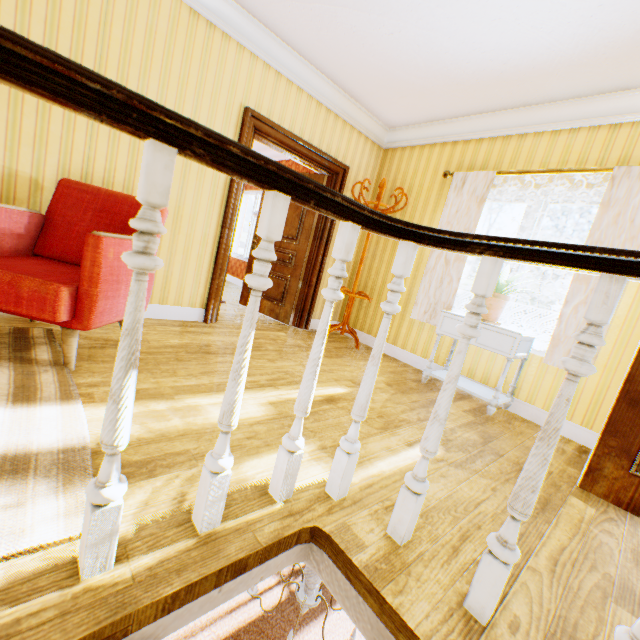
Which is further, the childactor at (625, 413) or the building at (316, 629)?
the building at (316, 629)

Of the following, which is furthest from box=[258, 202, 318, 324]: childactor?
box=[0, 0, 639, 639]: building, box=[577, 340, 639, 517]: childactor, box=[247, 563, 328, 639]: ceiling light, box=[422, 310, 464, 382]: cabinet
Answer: box=[577, 340, 639, 517]: childactor

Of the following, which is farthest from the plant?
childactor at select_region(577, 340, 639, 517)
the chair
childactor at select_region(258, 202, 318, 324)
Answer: the chair

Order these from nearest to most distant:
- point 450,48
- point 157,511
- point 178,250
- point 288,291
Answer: point 157,511
point 450,48
point 178,250
point 288,291

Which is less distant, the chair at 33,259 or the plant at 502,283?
the chair at 33,259

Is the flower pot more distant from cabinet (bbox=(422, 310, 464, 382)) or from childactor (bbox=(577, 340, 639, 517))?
childactor (bbox=(577, 340, 639, 517))

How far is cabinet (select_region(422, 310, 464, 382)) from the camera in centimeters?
335cm
